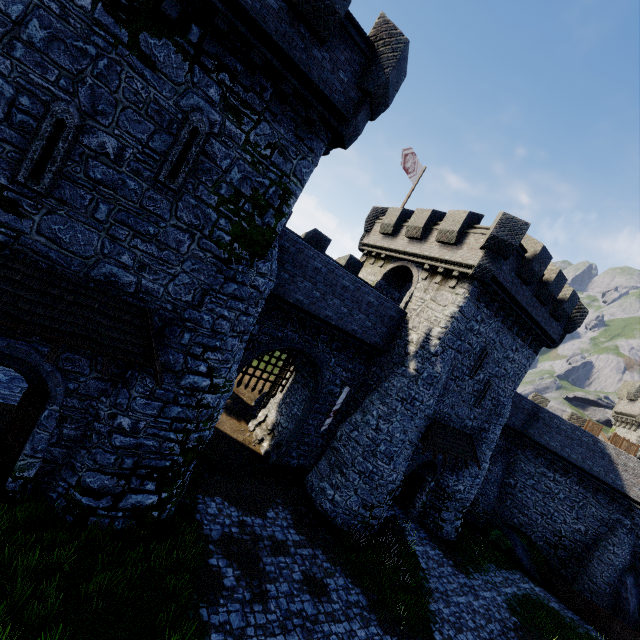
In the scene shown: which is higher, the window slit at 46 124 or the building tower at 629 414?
the building tower at 629 414

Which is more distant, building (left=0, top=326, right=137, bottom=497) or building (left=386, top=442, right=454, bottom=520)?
building (left=386, top=442, right=454, bottom=520)

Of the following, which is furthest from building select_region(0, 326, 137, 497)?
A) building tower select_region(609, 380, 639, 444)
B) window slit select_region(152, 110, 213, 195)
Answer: building tower select_region(609, 380, 639, 444)

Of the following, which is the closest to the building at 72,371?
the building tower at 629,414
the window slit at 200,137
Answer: the window slit at 200,137

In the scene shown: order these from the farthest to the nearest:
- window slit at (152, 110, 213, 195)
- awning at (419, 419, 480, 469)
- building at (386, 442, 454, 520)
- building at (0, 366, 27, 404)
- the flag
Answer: the flag, building at (386, 442, 454, 520), awning at (419, 419, 480, 469), building at (0, 366, 27, 404), window slit at (152, 110, 213, 195)

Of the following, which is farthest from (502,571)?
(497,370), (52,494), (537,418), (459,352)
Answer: (52,494)

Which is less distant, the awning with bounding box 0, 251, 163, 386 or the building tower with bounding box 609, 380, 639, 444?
the awning with bounding box 0, 251, 163, 386

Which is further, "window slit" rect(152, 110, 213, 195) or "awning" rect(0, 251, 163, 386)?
"window slit" rect(152, 110, 213, 195)
